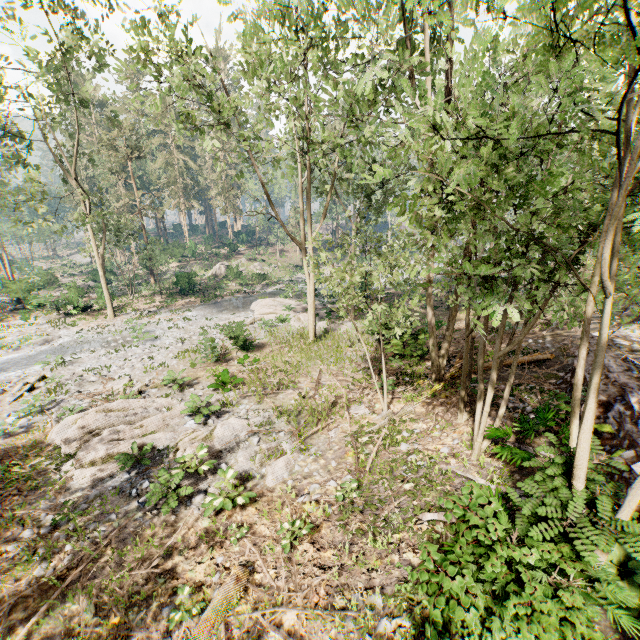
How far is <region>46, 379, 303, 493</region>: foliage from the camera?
9.8 meters

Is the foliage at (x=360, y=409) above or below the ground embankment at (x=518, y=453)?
below

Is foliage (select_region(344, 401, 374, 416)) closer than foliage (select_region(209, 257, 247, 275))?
Yes

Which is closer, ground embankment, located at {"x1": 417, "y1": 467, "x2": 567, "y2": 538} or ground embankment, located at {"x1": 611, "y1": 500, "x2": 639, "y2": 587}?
ground embankment, located at {"x1": 611, "y1": 500, "x2": 639, "y2": 587}

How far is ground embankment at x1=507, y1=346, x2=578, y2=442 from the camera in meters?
7.8 m

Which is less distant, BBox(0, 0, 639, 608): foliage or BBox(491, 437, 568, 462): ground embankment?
BBox(0, 0, 639, 608): foliage

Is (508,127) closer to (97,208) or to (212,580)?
(212,580)
